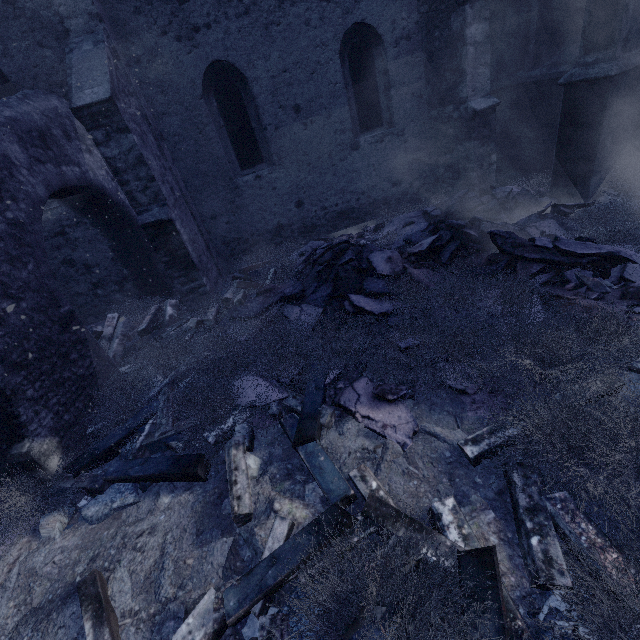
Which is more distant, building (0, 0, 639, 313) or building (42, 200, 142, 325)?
building (42, 200, 142, 325)

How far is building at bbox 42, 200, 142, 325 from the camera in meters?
6.9

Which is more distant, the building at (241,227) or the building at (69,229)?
the building at (69,229)

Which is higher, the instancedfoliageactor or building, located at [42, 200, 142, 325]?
building, located at [42, 200, 142, 325]

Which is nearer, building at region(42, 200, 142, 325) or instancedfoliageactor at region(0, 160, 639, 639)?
instancedfoliageactor at region(0, 160, 639, 639)

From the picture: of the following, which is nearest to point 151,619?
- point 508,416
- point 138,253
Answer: point 508,416

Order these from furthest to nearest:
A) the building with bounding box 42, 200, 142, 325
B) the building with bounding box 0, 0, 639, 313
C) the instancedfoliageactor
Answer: the building with bounding box 42, 200, 142, 325
the building with bounding box 0, 0, 639, 313
the instancedfoliageactor

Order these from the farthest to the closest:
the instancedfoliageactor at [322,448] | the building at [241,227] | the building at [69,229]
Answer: the building at [69,229], the building at [241,227], the instancedfoliageactor at [322,448]
